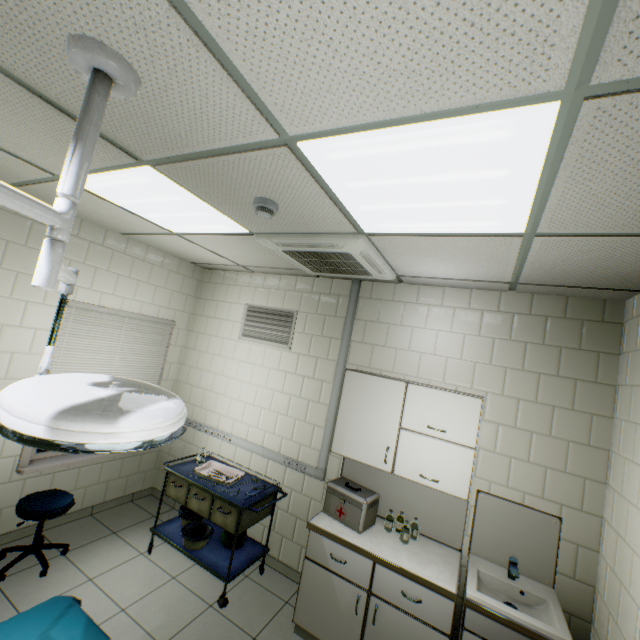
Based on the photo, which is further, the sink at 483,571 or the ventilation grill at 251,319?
the ventilation grill at 251,319

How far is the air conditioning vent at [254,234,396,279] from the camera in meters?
2.4

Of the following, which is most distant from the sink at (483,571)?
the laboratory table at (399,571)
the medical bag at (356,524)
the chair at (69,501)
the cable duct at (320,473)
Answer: the chair at (69,501)

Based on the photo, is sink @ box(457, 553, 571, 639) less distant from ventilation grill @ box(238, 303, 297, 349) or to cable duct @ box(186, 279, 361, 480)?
cable duct @ box(186, 279, 361, 480)

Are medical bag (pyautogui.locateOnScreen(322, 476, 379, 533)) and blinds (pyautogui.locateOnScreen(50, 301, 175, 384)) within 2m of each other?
no

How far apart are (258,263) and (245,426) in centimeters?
202cm

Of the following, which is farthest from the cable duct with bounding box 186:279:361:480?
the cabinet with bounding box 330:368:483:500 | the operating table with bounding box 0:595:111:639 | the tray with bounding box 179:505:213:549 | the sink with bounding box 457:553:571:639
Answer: the operating table with bounding box 0:595:111:639

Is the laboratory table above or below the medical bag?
below
